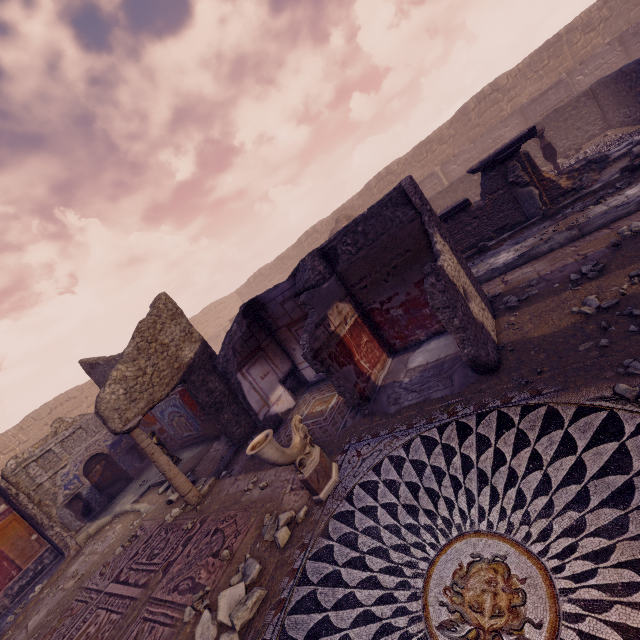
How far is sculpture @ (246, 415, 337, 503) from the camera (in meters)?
3.95

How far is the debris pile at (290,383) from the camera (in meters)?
8.89

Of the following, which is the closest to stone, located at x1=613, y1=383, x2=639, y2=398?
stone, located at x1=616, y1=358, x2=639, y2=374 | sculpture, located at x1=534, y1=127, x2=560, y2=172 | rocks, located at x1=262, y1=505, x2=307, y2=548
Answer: stone, located at x1=616, y1=358, x2=639, y2=374

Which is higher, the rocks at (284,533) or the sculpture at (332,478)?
the sculpture at (332,478)

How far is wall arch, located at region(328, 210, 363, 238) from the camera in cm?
1864

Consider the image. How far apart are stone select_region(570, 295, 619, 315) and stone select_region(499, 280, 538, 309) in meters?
1.0 m

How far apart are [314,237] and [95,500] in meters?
24.6

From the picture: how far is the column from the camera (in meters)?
6.26
